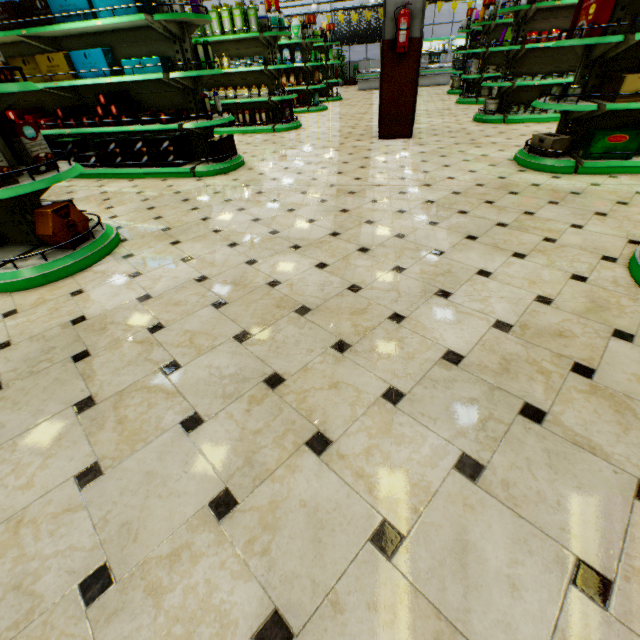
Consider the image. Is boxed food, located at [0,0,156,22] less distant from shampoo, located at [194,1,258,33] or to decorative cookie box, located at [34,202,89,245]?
decorative cookie box, located at [34,202,89,245]

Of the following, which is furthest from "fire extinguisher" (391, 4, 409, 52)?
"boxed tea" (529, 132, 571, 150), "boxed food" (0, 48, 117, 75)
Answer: "boxed food" (0, 48, 117, 75)

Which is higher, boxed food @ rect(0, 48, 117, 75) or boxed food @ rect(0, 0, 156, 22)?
boxed food @ rect(0, 0, 156, 22)

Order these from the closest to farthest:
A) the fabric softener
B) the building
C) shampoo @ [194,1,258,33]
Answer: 1. the building
2. shampoo @ [194,1,258,33]
3. the fabric softener

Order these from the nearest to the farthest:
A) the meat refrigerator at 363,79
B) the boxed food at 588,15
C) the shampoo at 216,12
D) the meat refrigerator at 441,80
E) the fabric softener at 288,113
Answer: the boxed food at 588,15 → the shampoo at 216,12 → the fabric softener at 288,113 → the meat refrigerator at 441,80 → the meat refrigerator at 363,79

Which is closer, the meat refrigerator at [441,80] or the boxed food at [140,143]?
the boxed food at [140,143]

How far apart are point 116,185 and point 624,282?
6.4m

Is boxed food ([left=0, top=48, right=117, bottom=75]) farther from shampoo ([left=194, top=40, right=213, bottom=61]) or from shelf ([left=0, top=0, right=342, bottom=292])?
shampoo ([left=194, top=40, right=213, bottom=61])
